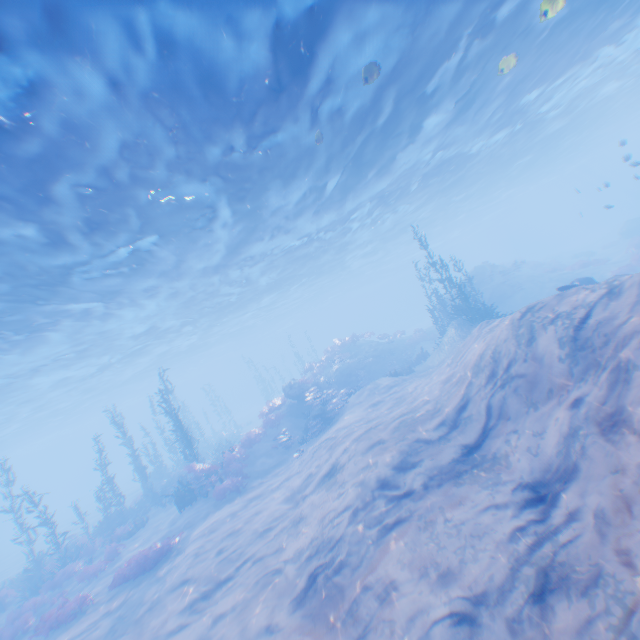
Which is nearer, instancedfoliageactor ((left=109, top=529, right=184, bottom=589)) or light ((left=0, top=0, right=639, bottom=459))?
light ((left=0, top=0, right=639, bottom=459))

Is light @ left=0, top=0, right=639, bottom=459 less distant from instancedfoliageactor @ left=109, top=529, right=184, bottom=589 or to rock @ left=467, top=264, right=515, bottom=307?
rock @ left=467, top=264, right=515, bottom=307

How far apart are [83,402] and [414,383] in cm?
4877

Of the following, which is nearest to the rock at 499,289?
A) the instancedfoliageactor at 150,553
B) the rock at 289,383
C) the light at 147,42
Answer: the light at 147,42

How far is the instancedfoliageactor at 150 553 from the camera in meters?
12.7 m

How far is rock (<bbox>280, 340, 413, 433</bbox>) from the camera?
20.31m

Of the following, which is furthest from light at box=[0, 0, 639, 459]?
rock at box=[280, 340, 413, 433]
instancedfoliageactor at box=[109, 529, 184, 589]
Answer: instancedfoliageactor at box=[109, 529, 184, 589]

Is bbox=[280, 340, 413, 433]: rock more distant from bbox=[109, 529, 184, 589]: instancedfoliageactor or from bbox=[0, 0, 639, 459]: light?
bbox=[0, 0, 639, 459]: light
